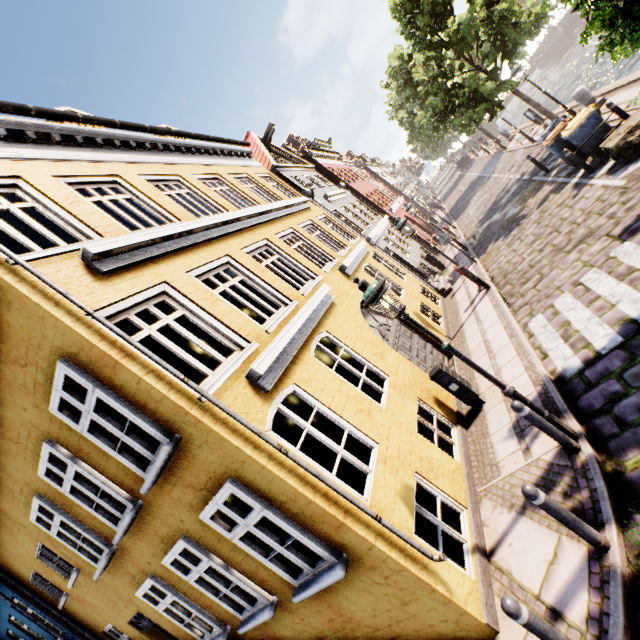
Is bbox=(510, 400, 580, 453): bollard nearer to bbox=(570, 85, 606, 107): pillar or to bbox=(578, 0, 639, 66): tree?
bbox=(578, 0, 639, 66): tree

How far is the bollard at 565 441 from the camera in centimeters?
452cm

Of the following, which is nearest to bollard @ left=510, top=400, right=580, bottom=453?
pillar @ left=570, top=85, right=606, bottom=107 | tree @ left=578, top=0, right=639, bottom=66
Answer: tree @ left=578, top=0, right=639, bottom=66

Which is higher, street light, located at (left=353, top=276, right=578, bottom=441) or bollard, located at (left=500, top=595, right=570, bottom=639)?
street light, located at (left=353, top=276, right=578, bottom=441)

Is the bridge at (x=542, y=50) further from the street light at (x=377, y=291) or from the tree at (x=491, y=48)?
the street light at (x=377, y=291)

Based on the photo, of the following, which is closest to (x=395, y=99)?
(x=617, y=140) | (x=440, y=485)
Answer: (x=617, y=140)

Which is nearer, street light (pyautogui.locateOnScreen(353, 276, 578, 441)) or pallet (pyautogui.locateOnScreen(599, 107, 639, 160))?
street light (pyautogui.locateOnScreen(353, 276, 578, 441))

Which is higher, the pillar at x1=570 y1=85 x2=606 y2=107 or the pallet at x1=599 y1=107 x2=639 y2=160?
the pillar at x1=570 y1=85 x2=606 y2=107
